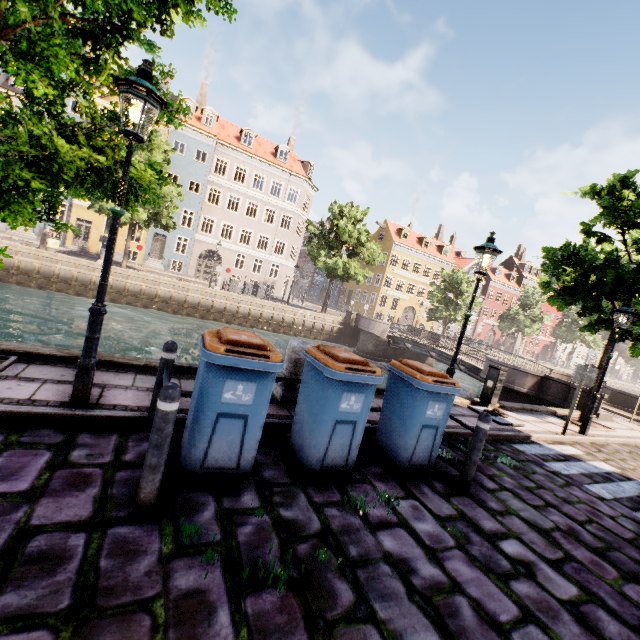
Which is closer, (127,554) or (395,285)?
(127,554)

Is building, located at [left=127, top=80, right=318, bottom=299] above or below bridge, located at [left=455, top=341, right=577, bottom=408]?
above

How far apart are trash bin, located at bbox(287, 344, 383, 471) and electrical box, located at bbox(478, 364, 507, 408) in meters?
6.3

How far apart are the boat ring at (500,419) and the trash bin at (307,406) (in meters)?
5.40

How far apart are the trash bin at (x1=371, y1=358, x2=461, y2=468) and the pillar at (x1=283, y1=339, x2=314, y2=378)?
1.34m

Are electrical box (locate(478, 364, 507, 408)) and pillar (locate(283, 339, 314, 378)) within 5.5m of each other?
no

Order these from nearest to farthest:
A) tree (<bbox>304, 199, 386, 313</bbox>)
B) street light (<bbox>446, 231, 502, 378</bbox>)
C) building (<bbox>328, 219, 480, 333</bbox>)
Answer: street light (<bbox>446, 231, 502, 378</bbox>) < tree (<bbox>304, 199, 386, 313</bbox>) < building (<bbox>328, 219, 480, 333</bbox>)

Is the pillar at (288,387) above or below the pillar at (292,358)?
below
